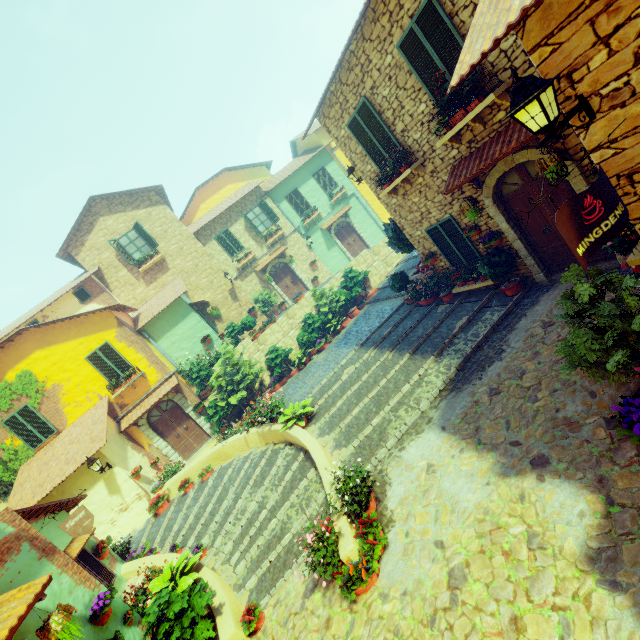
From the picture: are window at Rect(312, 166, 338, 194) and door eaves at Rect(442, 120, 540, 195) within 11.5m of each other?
no

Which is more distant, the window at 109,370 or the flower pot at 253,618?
the window at 109,370

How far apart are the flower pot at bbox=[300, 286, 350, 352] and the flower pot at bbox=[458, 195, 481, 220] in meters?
8.7 m

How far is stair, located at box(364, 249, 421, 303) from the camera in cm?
1463

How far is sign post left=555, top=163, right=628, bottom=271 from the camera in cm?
303

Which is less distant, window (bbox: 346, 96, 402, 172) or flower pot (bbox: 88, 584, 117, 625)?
flower pot (bbox: 88, 584, 117, 625)

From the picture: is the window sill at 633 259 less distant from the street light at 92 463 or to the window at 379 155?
the window at 379 155

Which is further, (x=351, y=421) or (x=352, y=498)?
(x=351, y=421)
